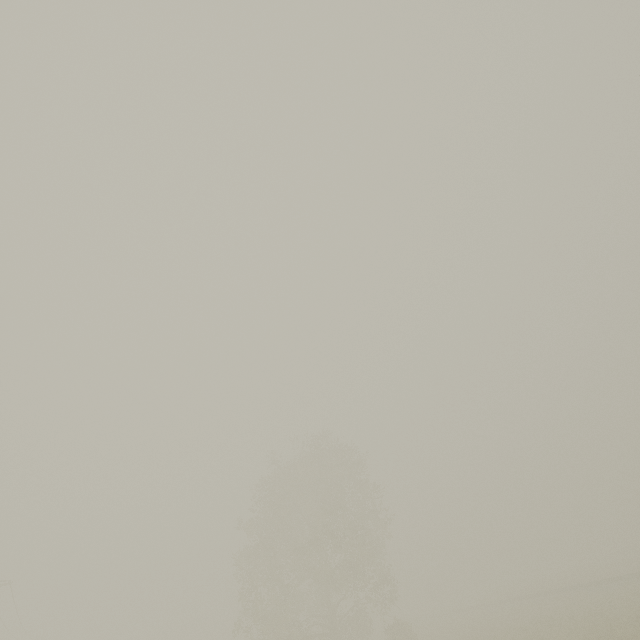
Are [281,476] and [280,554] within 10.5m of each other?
yes
